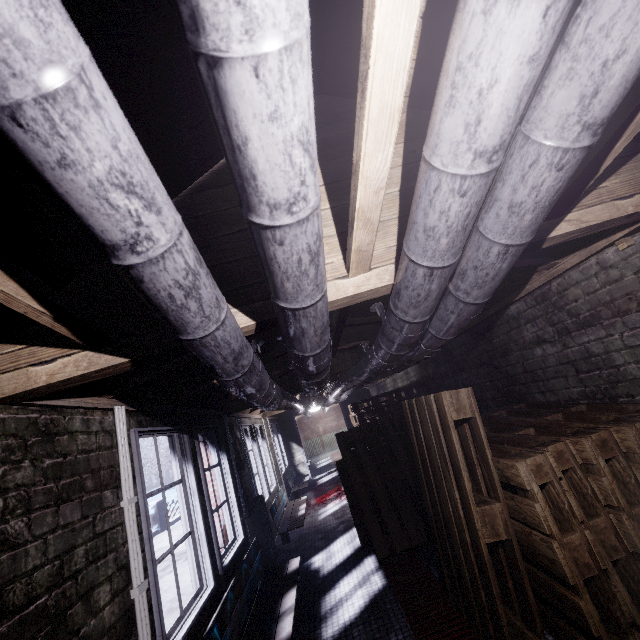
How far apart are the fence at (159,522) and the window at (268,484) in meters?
4.0

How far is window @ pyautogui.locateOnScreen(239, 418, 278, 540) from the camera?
5.3 meters

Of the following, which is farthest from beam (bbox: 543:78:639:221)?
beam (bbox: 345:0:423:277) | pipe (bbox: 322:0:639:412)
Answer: beam (bbox: 345:0:423:277)

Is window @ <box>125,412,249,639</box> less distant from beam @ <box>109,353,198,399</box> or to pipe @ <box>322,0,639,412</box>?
beam @ <box>109,353,198,399</box>

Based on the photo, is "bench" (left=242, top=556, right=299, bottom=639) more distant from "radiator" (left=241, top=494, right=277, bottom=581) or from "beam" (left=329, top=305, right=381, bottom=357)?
"beam" (left=329, top=305, right=381, bottom=357)

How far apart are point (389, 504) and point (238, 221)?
3.5 meters

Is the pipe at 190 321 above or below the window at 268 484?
above

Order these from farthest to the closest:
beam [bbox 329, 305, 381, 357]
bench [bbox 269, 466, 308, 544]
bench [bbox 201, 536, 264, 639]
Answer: bench [bbox 269, 466, 308, 544] < beam [bbox 329, 305, 381, 357] < bench [bbox 201, 536, 264, 639]
